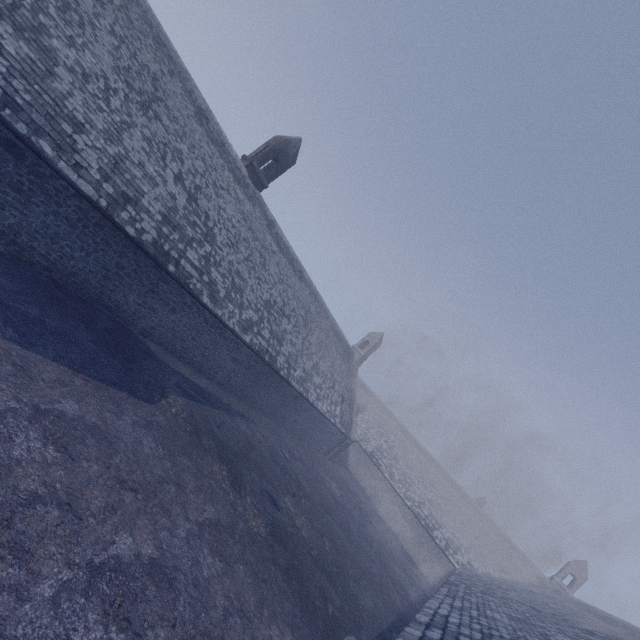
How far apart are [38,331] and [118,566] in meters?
6.2
